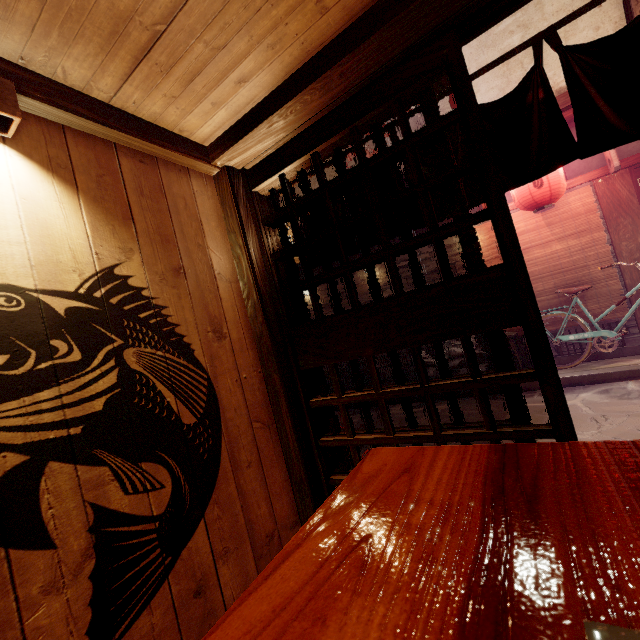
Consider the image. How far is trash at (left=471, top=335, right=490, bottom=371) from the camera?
10.2 meters

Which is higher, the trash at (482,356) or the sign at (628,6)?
the sign at (628,6)

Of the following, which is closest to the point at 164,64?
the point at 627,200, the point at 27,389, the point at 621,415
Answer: the point at 27,389

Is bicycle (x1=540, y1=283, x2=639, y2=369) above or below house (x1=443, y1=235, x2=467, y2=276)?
below

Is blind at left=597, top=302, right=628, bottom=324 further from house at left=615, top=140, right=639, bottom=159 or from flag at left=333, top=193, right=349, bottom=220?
flag at left=333, top=193, right=349, bottom=220

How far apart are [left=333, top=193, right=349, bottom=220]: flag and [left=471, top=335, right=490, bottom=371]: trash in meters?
7.6 m

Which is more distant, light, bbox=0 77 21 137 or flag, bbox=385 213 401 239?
flag, bbox=385 213 401 239

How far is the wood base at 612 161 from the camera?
8.58m
